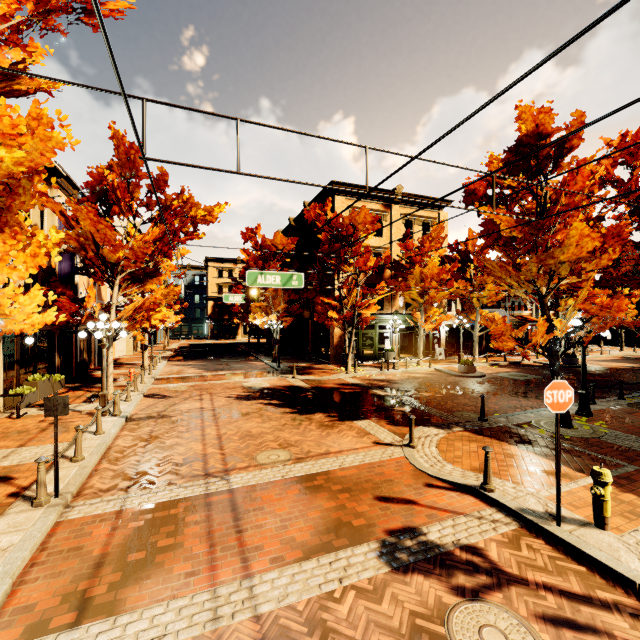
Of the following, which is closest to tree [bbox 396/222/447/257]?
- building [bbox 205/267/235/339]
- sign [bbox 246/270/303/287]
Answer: building [bbox 205/267/235/339]

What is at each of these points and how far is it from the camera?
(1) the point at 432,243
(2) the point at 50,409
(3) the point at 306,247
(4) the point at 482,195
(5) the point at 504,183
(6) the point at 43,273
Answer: (1) tree, 23.80m
(2) sign, 6.19m
(3) building, 31.67m
(4) tree, 10.88m
(5) tree, 11.70m
(6) building, 15.73m

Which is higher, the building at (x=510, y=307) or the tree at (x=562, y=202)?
the tree at (x=562, y=202)

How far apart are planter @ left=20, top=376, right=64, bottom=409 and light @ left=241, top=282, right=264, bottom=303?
9.28m

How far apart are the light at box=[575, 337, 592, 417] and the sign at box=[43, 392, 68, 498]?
15.0 meters

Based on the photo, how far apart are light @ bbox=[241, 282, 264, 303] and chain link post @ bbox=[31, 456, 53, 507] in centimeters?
786cm

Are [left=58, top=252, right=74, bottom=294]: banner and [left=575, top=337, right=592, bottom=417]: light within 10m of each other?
no

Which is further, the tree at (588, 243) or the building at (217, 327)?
the building at (217, 327)
